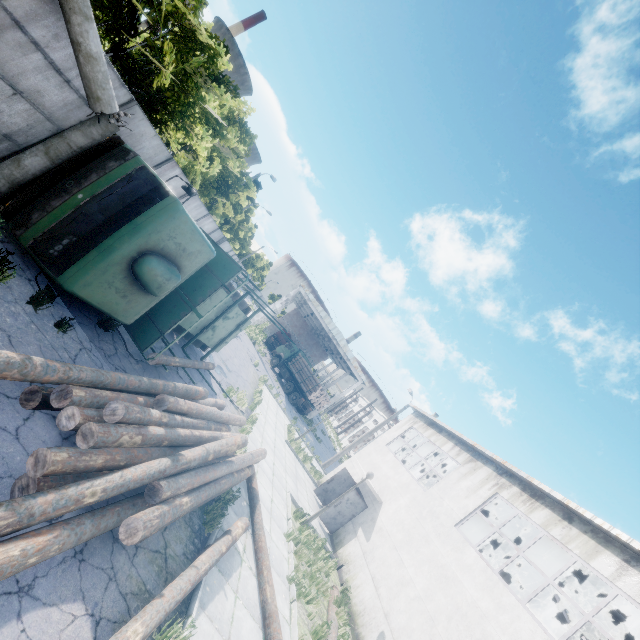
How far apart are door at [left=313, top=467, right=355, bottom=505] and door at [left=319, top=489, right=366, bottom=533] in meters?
2.1 m

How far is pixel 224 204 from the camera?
22.7m

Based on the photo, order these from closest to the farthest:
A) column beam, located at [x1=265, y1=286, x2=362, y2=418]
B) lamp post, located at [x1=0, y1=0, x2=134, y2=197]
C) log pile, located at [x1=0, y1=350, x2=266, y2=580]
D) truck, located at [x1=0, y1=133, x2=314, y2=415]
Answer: log pile, located at [x1=0, y1=350, x2=266, y2=580] < lamp post, located at [x1=0, y1=0, x2=134, y2=197] < truck, located at [x1=0, y1=133, x2=314, y2=415] < column beam, located at [x1=265, y1=286, x2=362, y2=418]

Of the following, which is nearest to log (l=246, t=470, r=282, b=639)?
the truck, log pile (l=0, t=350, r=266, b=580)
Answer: log pile (l=0, t=350, r=266, b=580)

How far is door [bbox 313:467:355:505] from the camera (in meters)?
17.75

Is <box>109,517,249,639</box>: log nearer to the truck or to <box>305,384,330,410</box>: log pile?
the truck

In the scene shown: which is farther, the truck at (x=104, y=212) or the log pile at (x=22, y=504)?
the truck at (x=104, y=212)

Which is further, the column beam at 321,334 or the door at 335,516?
the column beam at 321,334
